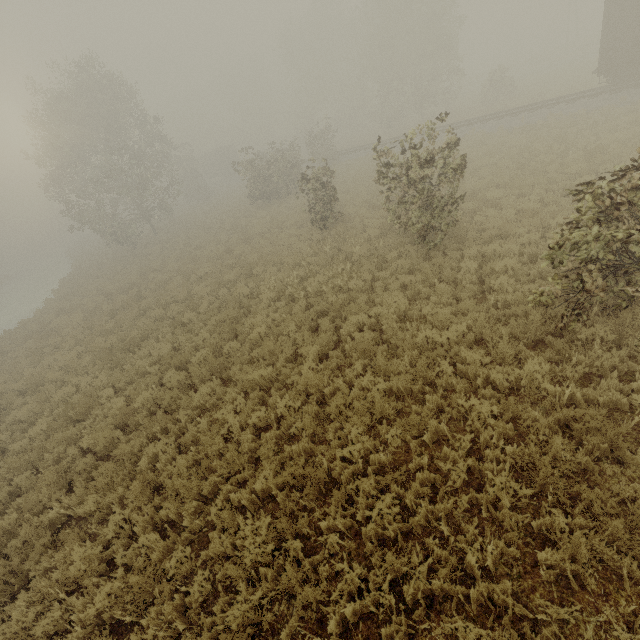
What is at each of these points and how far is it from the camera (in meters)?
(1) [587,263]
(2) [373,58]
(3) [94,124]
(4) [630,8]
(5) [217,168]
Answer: (1) tree, 5.88
(2) tree, 37.03
(3) tree, 26.33
(4) boxcar, 15.81
(5) boxcar, 53.31

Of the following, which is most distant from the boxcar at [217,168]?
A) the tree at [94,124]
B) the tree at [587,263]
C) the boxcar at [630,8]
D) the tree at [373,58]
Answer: the tree at [587,263]

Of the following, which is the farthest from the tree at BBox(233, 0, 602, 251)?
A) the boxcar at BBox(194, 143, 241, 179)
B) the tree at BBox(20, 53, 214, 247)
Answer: the boxcar at BBox(194, 143, 241, 179)

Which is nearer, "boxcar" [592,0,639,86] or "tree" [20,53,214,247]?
"boxcar" [592,0,639,86]

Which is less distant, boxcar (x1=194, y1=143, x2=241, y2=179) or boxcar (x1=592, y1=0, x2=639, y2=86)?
boxcar (x1=592, y1=0, x2=639, y2=86)

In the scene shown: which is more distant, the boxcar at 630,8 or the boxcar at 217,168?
the boxcar at 217,168

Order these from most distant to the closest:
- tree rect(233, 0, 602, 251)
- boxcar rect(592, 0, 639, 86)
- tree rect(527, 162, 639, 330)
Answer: boxcar rect(592, 0, 639, 86) < tree rect(233, 0, 602, 251) < tree rect(527, 162, 639, 330)
